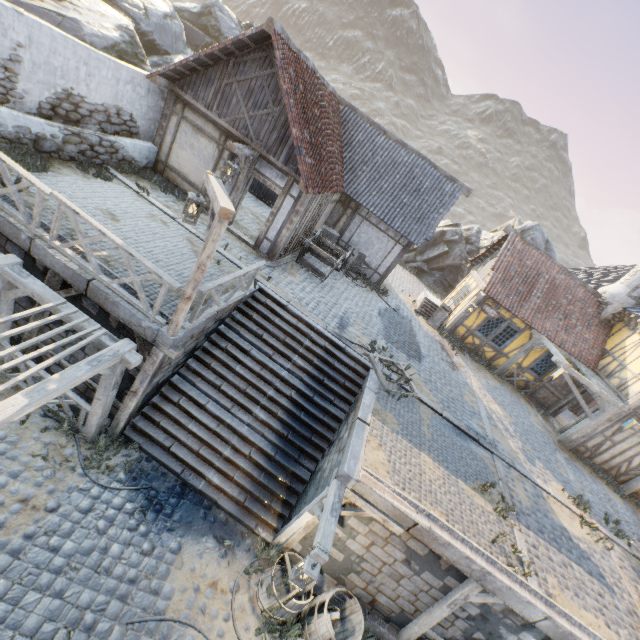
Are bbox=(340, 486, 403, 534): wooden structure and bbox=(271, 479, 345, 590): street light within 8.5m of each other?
yes

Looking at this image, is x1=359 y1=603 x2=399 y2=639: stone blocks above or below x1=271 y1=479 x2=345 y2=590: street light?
below

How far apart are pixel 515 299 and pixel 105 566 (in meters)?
17.31

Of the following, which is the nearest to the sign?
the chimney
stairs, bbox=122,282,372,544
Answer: the chimney

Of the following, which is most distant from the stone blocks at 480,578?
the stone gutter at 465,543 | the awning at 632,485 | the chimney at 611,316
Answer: the chimney at 611,316

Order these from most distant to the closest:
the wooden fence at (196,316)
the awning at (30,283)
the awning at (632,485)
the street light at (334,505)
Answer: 1. the awning at (632,485)
2. the wooden fence at (196,316)
3. the street light at (334,505)
4. the awning at (30,283)

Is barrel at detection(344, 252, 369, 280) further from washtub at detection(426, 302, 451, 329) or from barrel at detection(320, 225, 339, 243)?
washtub at detection(426, 302, 451, 329)

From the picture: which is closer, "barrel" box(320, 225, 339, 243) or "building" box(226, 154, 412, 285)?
"building" box(226, 154, 412, 285)
